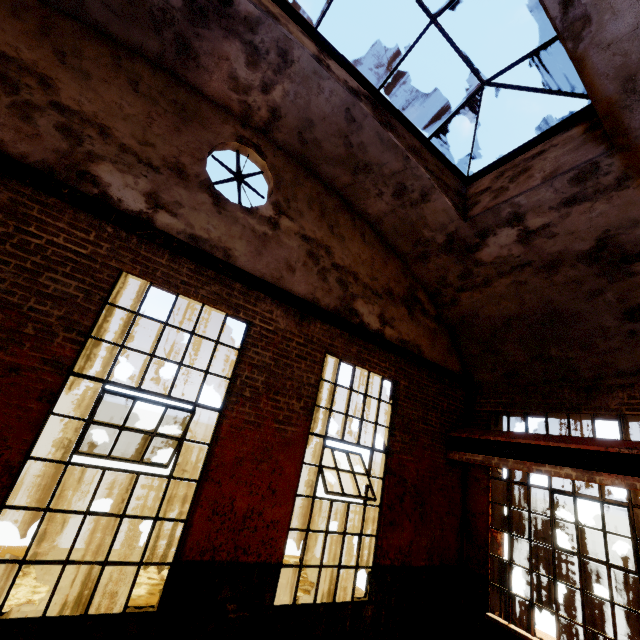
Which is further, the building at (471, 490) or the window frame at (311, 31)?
the building at (471, 490)

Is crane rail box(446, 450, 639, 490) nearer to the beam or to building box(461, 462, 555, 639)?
the beam

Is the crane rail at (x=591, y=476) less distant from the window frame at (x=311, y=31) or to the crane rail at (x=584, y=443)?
the crane rail at (x=584, y=443)

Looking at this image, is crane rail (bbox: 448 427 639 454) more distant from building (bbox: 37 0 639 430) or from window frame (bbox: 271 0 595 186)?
window frame (bbox: 271 0 595 186)

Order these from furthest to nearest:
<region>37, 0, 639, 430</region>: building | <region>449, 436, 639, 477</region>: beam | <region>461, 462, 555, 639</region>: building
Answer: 1. <region>461, 462, 555, 639</region>: building
2. <region>449, 436, 639, 477</region>: beam
3. <region>37, 0, 639, 430</region>: building

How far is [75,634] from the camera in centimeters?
307cm

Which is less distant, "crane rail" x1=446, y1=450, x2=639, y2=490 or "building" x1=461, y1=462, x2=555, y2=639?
"crane rail" x1=446, y1=450, x2=639, y2=490

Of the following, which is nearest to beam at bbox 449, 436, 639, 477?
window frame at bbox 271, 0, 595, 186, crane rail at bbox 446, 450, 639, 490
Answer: crane rail at bbox 446, 450, 639, 490
